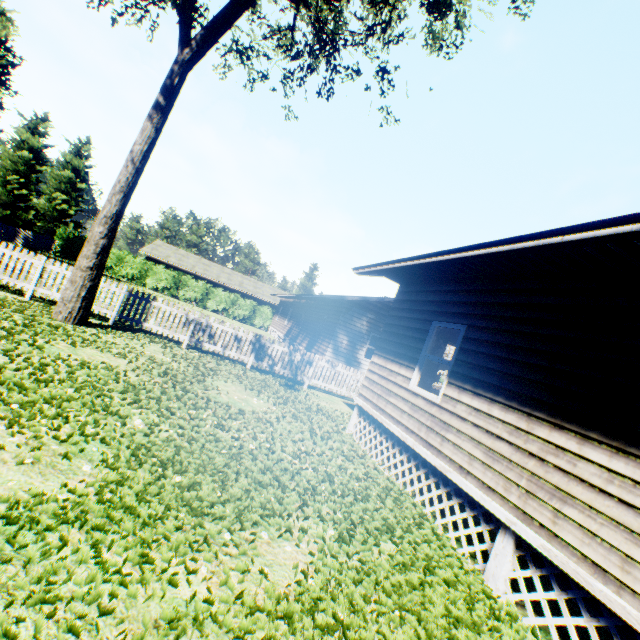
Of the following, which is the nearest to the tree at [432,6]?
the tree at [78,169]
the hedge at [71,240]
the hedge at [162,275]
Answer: the tree at [78,169]

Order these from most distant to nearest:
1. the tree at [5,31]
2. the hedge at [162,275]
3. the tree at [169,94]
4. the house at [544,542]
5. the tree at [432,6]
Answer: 1. the hedge at [162,275]
2. the tree at [5,31]
3. the tree at [432,6]
4. the tree at [169,94]
5. the house at [544,542]

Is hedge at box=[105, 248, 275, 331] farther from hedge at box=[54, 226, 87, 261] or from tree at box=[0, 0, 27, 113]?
tree at box=[0, 0, 27, 113]

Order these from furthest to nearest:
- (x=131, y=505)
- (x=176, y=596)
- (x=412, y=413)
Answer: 1. (x=412, y=413)
2. (x=131, y=505)
3. (x=176, y=596)

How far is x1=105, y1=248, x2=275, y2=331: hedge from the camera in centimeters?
3328cm

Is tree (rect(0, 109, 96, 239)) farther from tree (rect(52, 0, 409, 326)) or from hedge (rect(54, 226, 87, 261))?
hedge (rect(54, 226, 87, 261))

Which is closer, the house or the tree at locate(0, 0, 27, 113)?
the house
